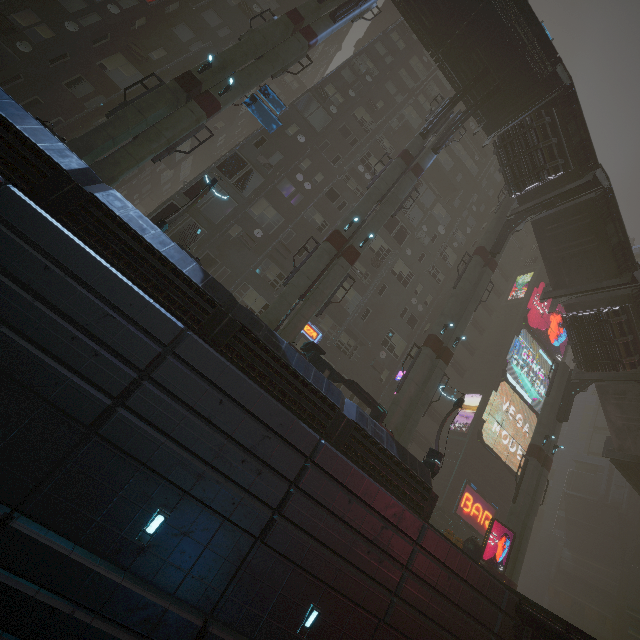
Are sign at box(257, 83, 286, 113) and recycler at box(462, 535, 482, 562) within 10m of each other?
no

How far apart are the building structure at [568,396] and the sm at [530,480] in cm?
1

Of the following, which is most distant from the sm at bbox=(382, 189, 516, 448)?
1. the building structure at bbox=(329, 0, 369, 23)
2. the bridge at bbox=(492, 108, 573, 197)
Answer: the building structure at bbox=(329, 0, 369, 23)

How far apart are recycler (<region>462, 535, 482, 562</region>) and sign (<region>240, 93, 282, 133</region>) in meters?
27.0

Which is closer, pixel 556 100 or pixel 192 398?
pixel 192 398

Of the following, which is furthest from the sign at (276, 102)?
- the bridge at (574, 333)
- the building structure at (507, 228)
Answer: the bridge at (574, 333)

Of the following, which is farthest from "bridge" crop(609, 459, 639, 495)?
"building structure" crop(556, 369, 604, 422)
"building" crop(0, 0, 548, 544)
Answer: "building structure" crop(556, 369, 604, 422)

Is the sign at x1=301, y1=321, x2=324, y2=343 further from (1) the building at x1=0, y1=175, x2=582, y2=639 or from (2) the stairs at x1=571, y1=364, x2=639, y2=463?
(2) the stairs at x1=571, y1=364, x2=639, y2=463
